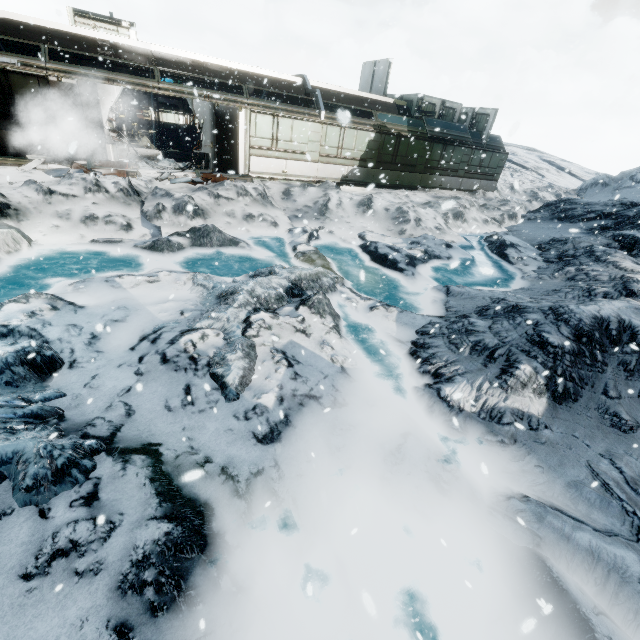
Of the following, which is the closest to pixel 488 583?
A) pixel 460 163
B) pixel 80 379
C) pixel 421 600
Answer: pixel 421 600

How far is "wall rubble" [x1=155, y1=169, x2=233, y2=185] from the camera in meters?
12.8 m

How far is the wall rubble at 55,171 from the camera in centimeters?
1134cm

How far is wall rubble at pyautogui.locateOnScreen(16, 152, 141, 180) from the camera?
11.3m

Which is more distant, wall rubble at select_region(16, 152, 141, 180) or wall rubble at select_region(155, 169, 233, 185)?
wall rubble at select_region(155, 169, 233, 185)

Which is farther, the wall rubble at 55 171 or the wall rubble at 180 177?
the wall rubble at 180 177
